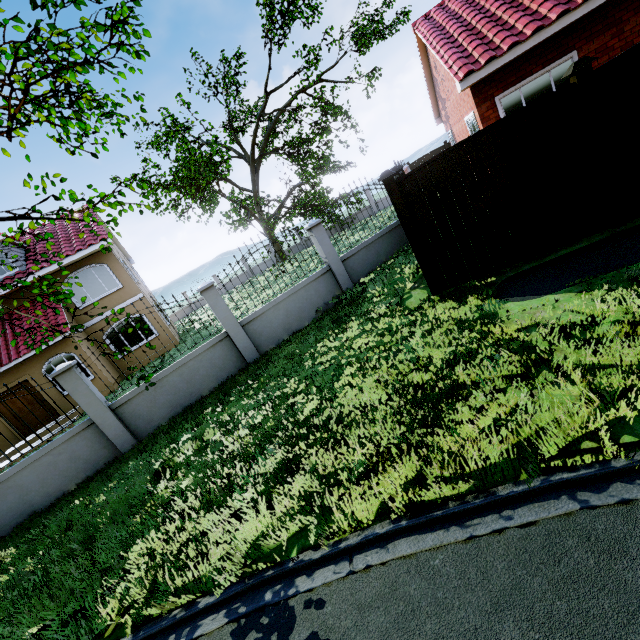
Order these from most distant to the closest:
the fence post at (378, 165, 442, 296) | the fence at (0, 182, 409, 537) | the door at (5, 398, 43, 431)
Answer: the door at (5, 398, 43, 431), the fence at (0, 182, 409, 537), the fence post at (378, 165, 442, 296)

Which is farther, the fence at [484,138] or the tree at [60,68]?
the fence at [484,138]

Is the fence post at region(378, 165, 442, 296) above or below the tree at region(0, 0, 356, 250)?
below

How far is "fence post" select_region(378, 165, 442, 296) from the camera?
5.8m

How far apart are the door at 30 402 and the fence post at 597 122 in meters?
19.2 m

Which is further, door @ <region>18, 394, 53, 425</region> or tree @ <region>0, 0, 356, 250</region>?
door @ <region>18, 394, 53, 425</region>

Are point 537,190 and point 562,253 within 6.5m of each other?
yes

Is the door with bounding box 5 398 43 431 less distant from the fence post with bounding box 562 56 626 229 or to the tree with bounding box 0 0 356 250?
the tree with bounding box 0 0 356 250
